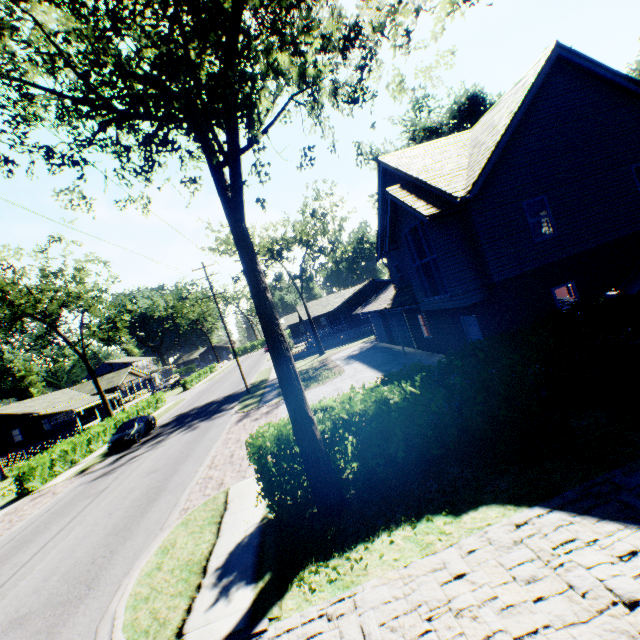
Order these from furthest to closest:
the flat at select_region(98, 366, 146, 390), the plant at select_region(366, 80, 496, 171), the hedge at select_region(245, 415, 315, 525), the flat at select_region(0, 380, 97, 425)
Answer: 1. the flat at select_region(98, 366, 146, 390)
2. the plant at select_region(366, 80, 496, 171)
3. the flat at select_region(0, 380, 97, 425)
4. the hedge at select_region(245, 415, 315, 525)

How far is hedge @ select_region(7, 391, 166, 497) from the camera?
19.64m

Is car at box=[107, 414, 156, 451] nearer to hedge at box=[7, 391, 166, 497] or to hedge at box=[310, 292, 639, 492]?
hedge at box=[7, 391, 166, 497]

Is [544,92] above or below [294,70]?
above

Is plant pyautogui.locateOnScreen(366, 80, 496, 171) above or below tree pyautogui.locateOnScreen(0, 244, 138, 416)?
above

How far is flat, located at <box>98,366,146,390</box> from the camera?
50.3 meters

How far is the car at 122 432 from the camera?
22.8m

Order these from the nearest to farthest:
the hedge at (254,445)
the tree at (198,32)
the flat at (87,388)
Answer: the tree at (198,32) → the hedge at (254,445) → the flat at (87,388)
